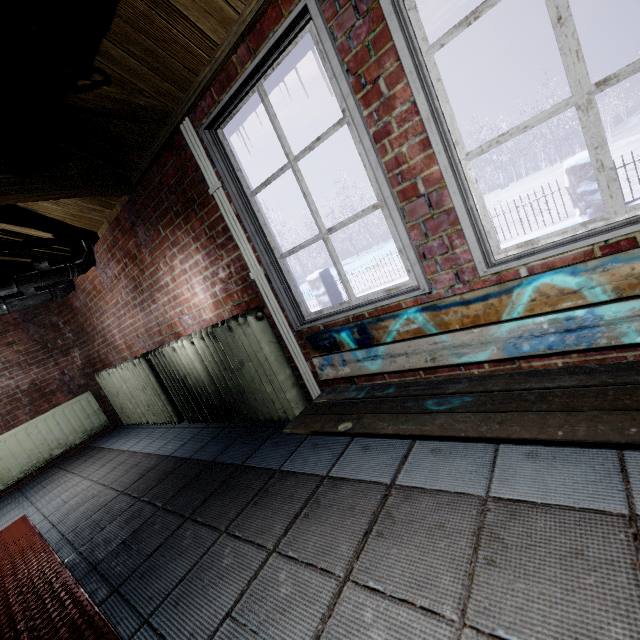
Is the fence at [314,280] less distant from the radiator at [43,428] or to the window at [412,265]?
the window at [412,265]

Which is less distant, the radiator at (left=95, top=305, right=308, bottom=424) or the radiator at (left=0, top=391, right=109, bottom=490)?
the radiator at (left=95, top=305, right=308, bottom=424)

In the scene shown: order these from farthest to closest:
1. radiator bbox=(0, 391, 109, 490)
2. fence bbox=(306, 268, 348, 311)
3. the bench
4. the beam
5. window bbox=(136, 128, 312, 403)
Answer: fence bbox=(306, 268, 348, 311)
radiator bbox=(0, 391, 109, 490)
window bbox=(136, 128, 312, 403)
the beam
the bench

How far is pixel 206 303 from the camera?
2.50m

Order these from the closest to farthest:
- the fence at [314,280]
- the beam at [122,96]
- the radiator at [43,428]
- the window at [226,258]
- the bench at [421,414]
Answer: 1. the bench at [421,414]
2. the beam at [122,96]
3. the window at [226,258]
4. the radiator at [43,428]
5. the fence at [314,280]

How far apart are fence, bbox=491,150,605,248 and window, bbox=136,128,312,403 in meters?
3.7 m

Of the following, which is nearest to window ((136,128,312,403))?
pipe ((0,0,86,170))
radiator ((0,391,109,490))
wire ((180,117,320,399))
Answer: wire ((180,117,320,399))
